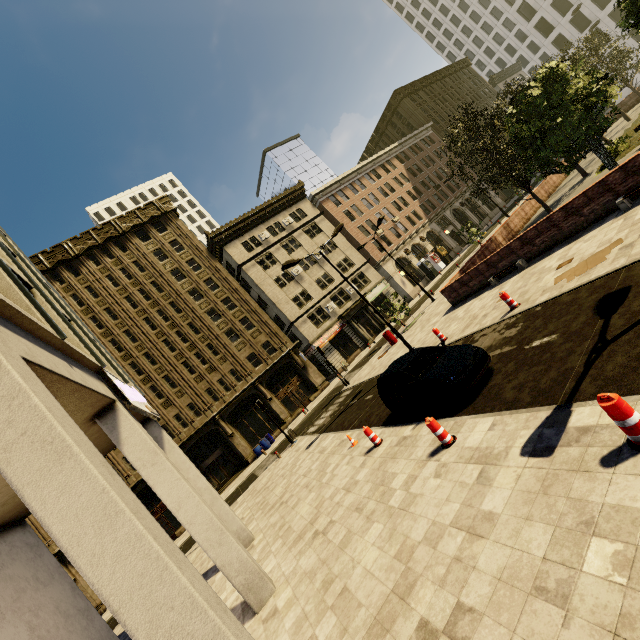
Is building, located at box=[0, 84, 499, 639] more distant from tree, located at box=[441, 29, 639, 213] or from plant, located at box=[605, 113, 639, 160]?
plant, located at box=[605, 113, 639, 160]

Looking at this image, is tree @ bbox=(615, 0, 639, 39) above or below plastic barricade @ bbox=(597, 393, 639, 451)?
above

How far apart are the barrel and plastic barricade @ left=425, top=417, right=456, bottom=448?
25.67m

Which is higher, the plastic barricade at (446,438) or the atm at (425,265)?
the atm at (425,265)

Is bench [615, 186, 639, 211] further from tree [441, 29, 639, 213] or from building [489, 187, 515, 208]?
building [489, 187, 515, 208]

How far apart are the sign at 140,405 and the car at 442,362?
7.28m

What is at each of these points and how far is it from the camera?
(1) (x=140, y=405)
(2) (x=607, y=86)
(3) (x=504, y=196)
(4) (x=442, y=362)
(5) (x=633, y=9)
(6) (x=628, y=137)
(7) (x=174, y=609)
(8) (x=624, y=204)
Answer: (1) sign, 9.73m
(2) tree, 12.25m
(3) building, 57.44m
(4) car, 8.80m
(5) tree, 10.65m
(6) plant, 19.91m
(7) building, 3.23m
(8) bench, 10.50m

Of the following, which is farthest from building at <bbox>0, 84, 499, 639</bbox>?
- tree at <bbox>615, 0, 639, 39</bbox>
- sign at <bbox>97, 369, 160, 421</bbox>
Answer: tree at <bbox>615, 0, 639, 39</bbox>
